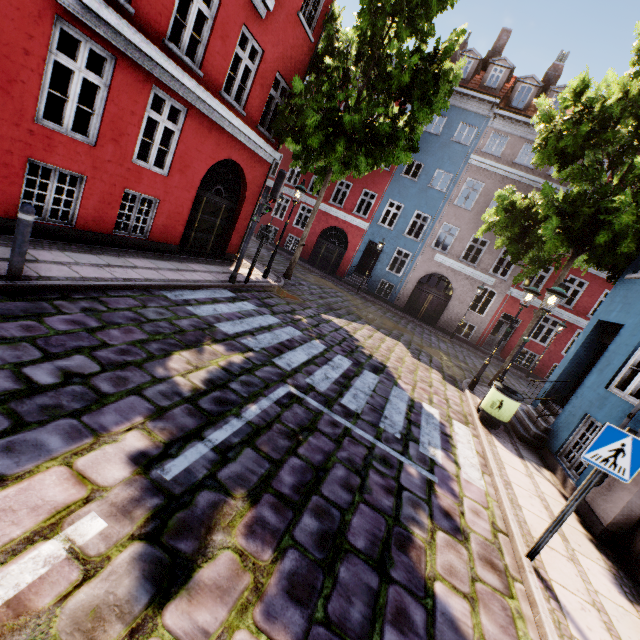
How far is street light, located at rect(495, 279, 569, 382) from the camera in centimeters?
757cm

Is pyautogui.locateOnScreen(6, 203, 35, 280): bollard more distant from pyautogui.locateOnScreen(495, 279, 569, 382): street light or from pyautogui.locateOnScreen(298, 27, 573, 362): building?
pyautogui.locateOnScreen(495, 279, 569, 382): street light

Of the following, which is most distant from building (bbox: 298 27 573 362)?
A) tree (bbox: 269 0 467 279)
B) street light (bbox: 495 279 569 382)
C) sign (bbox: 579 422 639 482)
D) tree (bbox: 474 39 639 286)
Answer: tree (bbox: 269 0 467 279)

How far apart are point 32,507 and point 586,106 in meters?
14.0 m

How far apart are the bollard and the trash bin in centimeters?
937cm

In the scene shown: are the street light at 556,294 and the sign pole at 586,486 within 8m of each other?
yes

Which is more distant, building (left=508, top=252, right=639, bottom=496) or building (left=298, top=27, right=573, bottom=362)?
building (left=298, top=27, right=573, bottom=362)

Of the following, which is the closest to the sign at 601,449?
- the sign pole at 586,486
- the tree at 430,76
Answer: the sign pole at 586,486
